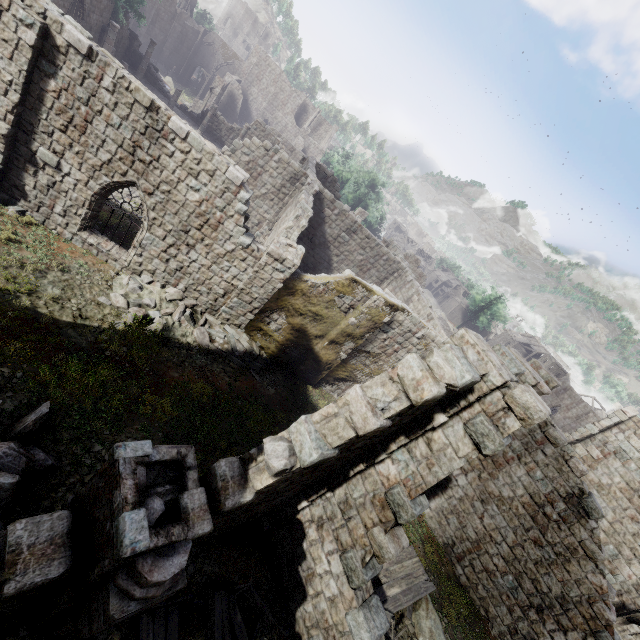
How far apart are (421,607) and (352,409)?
10.68m

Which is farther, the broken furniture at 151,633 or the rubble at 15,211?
the rubble at 15,211

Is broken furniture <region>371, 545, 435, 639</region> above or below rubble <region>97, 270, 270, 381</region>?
above

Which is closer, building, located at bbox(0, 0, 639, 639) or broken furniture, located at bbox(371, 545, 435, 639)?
building, located at bbox(0, 0, 639, 639)

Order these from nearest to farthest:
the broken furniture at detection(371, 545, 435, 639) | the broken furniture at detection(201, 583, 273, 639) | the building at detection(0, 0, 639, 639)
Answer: the building at detection(0, 0, 639, 639) < the broken furniture at detection(201, 583, 273, 639) < the broken furniture at detection(371, 545, 435, 639)

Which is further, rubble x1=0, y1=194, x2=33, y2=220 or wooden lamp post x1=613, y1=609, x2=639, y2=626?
wooden lamp post x1=613, y1=609, x2=639, y2=626

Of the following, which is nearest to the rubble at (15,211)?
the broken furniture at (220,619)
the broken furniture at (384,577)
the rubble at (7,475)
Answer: the rubble at (7,475)

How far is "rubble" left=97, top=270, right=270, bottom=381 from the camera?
11.8 meters
